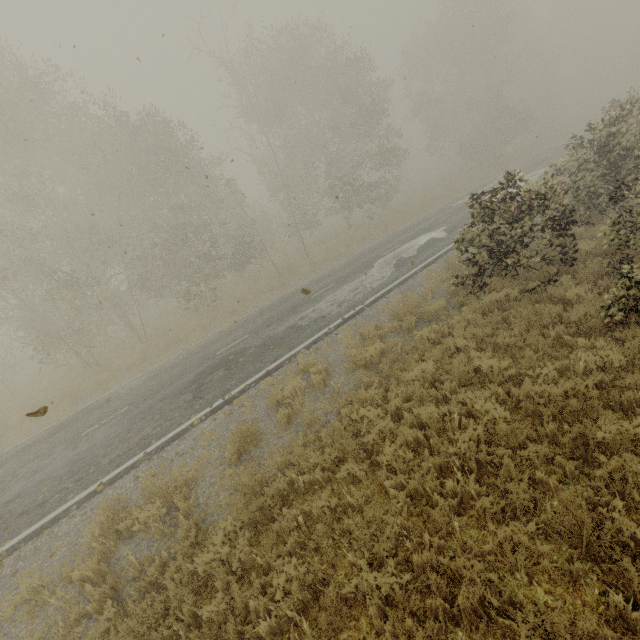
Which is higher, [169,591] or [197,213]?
[197,213]
